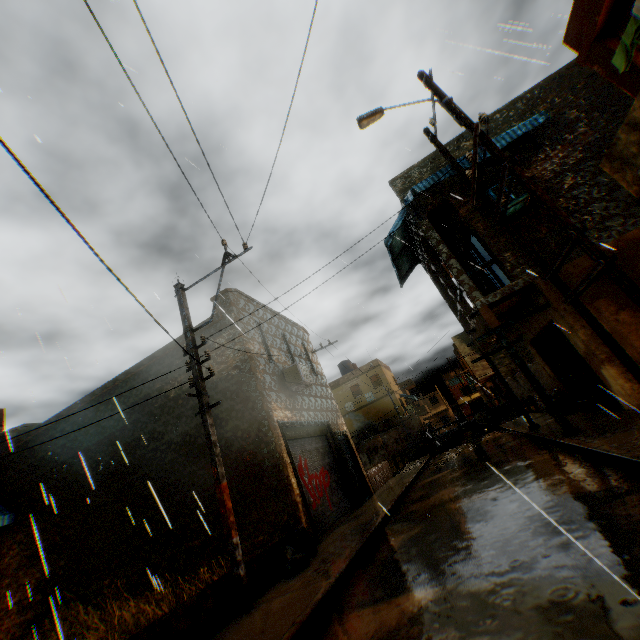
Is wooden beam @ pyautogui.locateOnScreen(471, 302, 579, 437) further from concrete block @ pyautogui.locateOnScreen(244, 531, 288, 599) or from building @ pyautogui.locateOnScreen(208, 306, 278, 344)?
concrete block @ pyautogui.locateOnScreen(244, 531, 288, 599)

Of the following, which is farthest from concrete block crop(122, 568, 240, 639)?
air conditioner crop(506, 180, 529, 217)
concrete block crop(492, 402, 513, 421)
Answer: concrete block crop(492, 402, 513, 421)

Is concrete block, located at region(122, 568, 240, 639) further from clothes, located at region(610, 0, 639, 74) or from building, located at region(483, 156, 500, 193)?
clothes, located at region(610, 0, 639, 74)

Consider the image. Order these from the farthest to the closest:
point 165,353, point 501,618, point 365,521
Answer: point 165,353 → point 365,521 → point 501,618

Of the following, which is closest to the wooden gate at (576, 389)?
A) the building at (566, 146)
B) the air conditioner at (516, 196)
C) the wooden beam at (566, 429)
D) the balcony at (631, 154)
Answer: the building at (566, 146)

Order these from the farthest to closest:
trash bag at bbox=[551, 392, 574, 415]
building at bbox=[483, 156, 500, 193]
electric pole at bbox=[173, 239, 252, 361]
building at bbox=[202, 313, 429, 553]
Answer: trash bag at bbox=[551, 392, 574, 415] < building at bbox=[483, 156, 500, 193] < building at bbox=[202, 313, 429, 553] < electric pole at bbox=[173, 239, 252, 361]

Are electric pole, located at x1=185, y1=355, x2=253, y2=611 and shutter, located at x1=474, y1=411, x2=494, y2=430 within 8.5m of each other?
no

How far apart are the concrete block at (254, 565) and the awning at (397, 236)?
2.63m
